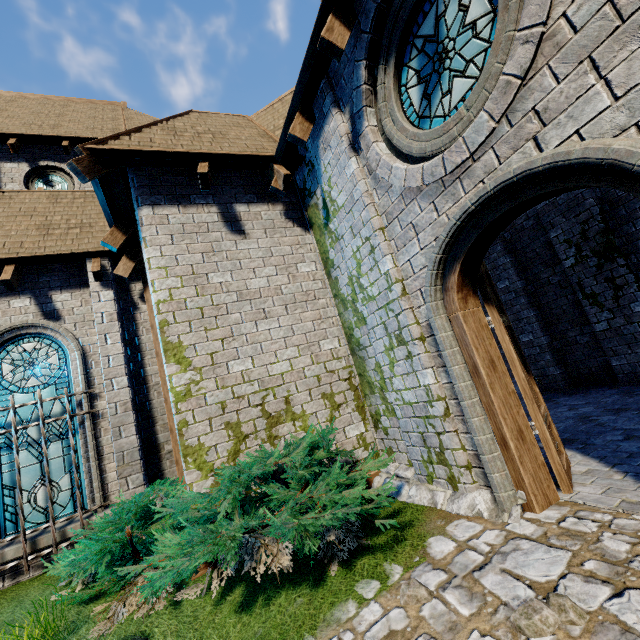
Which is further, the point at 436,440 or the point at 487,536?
the point at 436,440

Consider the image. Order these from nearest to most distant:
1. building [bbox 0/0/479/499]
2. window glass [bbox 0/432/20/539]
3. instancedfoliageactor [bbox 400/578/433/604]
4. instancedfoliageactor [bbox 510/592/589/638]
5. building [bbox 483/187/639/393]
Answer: instancedfoliageactor [bbox 510/592/589/638]
instancedfoliageactor [bbox 400/578/433/604]
building [bbox 0/0/479/499]
window glass [bbox 0/432/20/539]
building [bbox 483/187/639/393]

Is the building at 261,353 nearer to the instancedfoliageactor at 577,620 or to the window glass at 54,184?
the window glass at 54,184

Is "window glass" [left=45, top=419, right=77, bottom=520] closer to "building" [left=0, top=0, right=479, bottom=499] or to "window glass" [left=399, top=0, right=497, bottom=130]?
"building" [left=0, top=0, right=479, bottom=499]

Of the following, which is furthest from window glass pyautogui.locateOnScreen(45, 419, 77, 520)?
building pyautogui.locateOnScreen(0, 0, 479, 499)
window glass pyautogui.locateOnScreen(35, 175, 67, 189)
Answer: window glass pyautogui.locateOnScreen(35, 175, 67, 189)

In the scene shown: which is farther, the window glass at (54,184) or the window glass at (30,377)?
the window glass at (54,184)

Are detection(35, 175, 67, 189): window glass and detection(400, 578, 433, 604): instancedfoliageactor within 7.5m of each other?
no

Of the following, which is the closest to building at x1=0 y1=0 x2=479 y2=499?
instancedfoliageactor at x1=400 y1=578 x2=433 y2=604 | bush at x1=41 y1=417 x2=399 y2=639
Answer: bush at x1=41 y1=417 x2=399 y2=639
